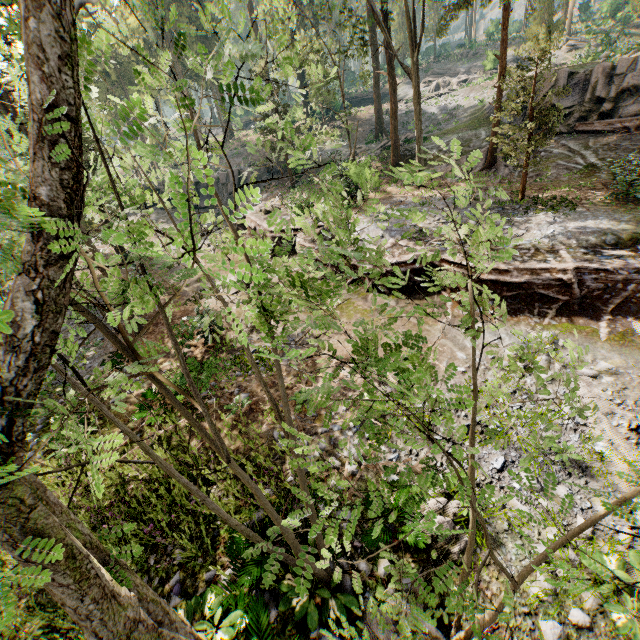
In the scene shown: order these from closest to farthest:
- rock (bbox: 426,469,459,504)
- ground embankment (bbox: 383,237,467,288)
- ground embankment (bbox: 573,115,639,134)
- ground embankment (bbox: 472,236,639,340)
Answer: rock (bbox: 426,469,459,504) < ground embankment (bbox: 472,236,639,340) < ground embankment (bbox: 383,237,467,288) < ground embankment (bbox: 573,115,639,134)

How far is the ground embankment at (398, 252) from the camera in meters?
12.7 m

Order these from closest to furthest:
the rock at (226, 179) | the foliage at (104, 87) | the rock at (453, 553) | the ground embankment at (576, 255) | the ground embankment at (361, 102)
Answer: the foliage at (104, 87)
the rock at (453, 553)
the ground embankment at (576, 255)
the rock at (226, 179)
the ground embankment at (361, 102)

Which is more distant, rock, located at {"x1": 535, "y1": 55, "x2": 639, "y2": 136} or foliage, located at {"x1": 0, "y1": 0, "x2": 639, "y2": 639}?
rock, located at {"x1": 535, "y1": 55, "x2": 639, "y2": 136}

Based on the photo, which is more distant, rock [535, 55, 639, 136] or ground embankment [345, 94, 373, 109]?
ground embankment [345, 94, 373, 109]

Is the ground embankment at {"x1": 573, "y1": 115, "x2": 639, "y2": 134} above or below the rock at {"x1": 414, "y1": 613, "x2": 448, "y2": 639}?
above

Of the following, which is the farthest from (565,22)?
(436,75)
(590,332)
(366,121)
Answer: (590,332)

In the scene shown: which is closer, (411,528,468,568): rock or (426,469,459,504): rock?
(411,528,468,568): rock
